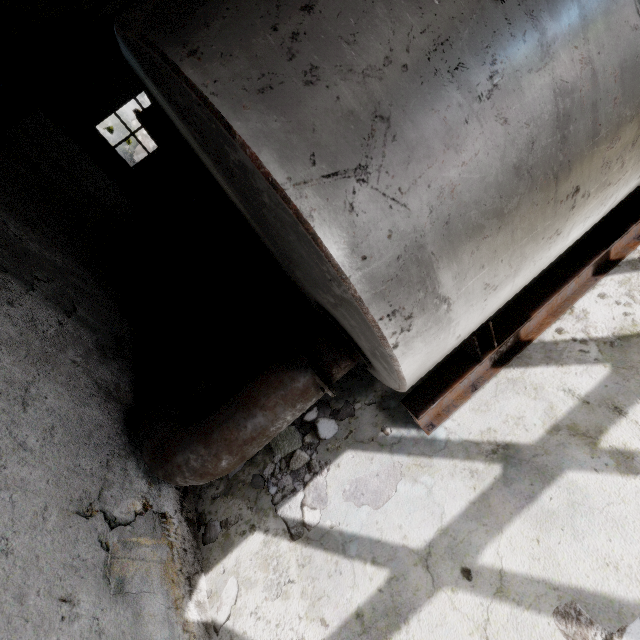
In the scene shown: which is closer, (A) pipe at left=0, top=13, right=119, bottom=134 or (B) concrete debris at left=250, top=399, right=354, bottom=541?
(B) concrete debris at left=250, top=399, right=354, bottom=541

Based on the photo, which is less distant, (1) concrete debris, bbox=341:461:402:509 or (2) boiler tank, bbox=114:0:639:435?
(2) boiler tank, bbox=114:0:639:435

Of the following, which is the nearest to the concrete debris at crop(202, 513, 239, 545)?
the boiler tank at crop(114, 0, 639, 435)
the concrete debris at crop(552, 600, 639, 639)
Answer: the boiler tank at crop(114, 0, 639, 435)

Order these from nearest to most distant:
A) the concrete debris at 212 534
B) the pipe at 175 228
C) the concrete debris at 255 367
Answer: the pipe at 175 228
the concrete debris at 212 534
the concrete debris at 255 367

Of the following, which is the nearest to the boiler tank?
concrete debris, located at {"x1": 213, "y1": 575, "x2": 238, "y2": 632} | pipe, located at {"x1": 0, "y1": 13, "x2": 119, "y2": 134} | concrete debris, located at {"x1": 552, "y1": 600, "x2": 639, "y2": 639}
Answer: concrete debris, located at {"x1": 552, "y1": 600, "x2": 639, "y2": 639}

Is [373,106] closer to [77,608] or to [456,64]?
[456,64]

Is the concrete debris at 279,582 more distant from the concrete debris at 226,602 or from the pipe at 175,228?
the pipe at 175,228
